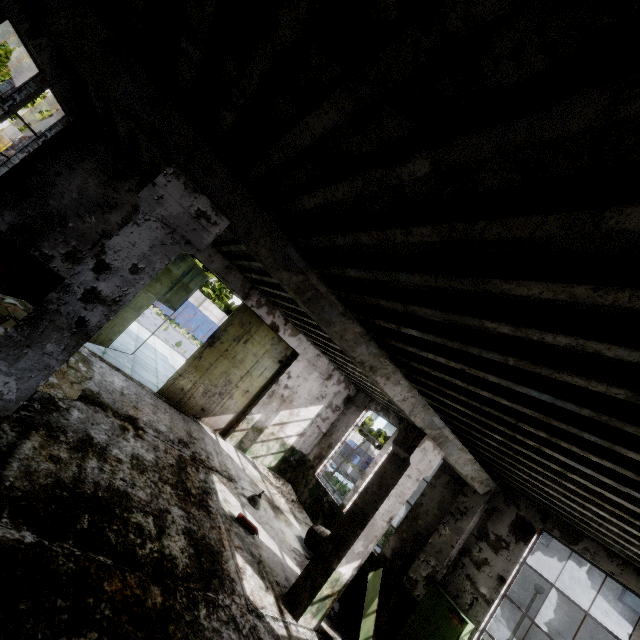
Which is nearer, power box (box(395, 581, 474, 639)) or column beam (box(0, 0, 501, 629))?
column beam (box(0, 0, 501, 629))

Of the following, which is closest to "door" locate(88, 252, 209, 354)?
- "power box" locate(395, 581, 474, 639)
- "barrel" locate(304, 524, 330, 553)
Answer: "barrel" locate(304, 524, 330, 553)

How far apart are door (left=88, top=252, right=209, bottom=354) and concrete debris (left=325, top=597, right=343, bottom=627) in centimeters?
807cm

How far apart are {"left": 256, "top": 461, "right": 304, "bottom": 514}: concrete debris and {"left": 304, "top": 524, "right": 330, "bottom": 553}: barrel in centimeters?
194cm

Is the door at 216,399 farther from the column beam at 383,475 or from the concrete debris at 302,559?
the column beam at 383,475

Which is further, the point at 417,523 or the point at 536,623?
the point at 417,523

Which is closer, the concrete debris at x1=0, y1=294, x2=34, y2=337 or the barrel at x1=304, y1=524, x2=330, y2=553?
the concrete debris at x1=0, y1=294, x2=34, y2=337

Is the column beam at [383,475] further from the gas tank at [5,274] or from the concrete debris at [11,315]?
the gas tank at [5,274]
